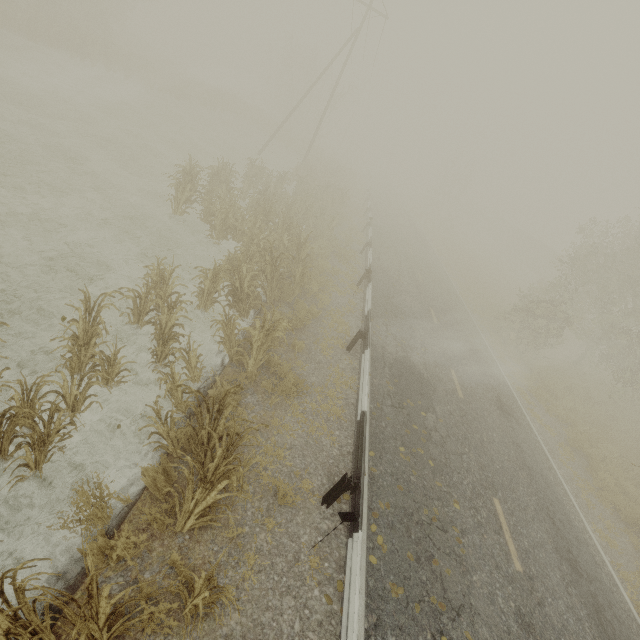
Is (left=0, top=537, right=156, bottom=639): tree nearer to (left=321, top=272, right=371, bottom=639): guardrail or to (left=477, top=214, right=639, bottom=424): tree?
(left=321, top=272, right=371, bottom=639): guardrail

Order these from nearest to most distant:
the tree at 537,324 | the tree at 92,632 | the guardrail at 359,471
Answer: Result:
the tree at 92,632
the guardrail at 359,471
the tree at 537,324

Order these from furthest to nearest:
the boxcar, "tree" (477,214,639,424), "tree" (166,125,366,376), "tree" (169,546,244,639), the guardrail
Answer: the boxcar, "tree" (477,214,639,424), "tree" (166,125,366,376), the guardrail, "tree" (169,546,244,639)

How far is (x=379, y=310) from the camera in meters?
13.5 m

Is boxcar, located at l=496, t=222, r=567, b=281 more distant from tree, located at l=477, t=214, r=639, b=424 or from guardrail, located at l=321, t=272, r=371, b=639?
guardrail, located at l=321, t=272, r=371, b=639

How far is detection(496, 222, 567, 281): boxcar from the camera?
→ 44.72m

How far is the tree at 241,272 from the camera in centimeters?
766cm

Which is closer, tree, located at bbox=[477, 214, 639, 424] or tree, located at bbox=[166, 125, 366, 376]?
tree, located at bbox=[166, 125, 366, 376]
